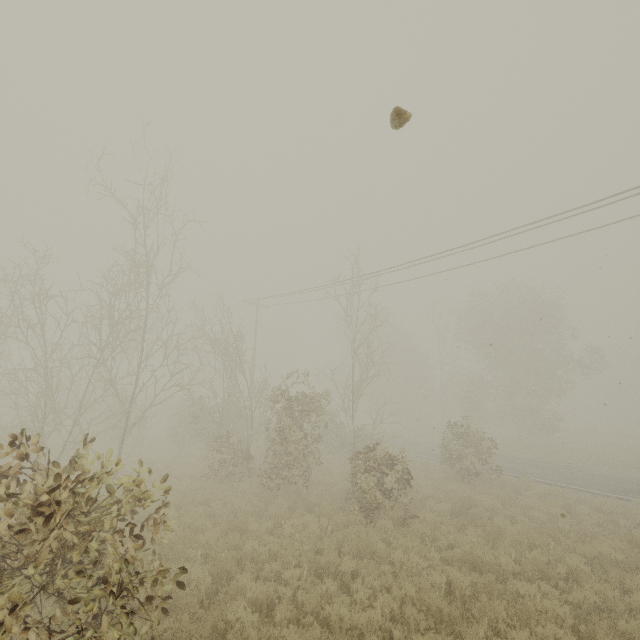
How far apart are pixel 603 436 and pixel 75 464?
54.4 meters
